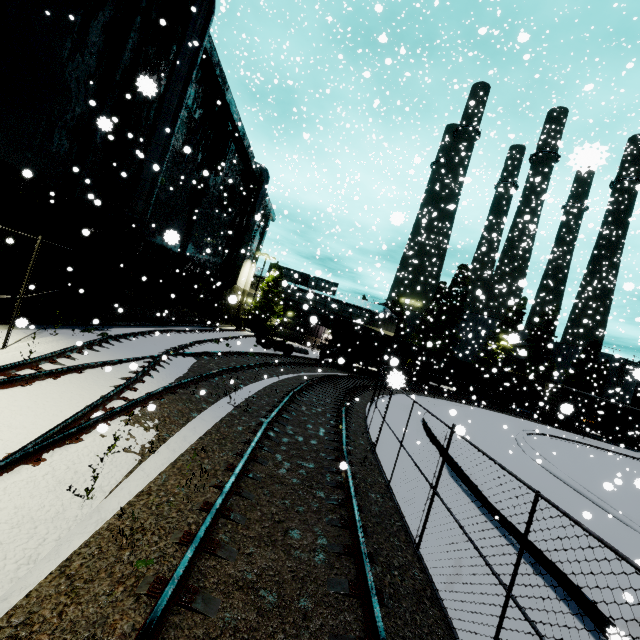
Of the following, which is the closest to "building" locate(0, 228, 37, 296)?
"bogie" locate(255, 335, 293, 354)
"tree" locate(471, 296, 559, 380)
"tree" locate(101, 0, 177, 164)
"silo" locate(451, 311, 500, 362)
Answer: "tree" locate(101, 0, 177, 164)

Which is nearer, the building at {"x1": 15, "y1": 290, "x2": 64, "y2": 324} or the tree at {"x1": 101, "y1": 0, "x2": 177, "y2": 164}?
the building at {"x1": 15, "y1": 290, "x2": 64, "y2": 324}

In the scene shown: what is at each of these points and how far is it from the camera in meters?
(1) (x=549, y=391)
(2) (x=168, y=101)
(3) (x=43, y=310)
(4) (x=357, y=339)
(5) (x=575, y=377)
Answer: (1) cargo car, 40.2 m
(2) vent duct, 13.9 m
(3) building, 12.2 m
(4) coal car, 28.7 m
(5) tree, 53.0 m

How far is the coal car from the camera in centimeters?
2830cm

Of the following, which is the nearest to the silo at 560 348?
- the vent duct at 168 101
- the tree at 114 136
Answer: the tree at 114 136

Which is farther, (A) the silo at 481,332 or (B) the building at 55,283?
(A) the silo at 481,332

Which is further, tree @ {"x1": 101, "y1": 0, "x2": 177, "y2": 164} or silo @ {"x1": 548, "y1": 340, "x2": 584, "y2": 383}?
silo @ {"x1": 548, "y1": 340, "x2": 584, "y2": 383}

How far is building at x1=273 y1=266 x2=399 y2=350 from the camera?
45.5m
